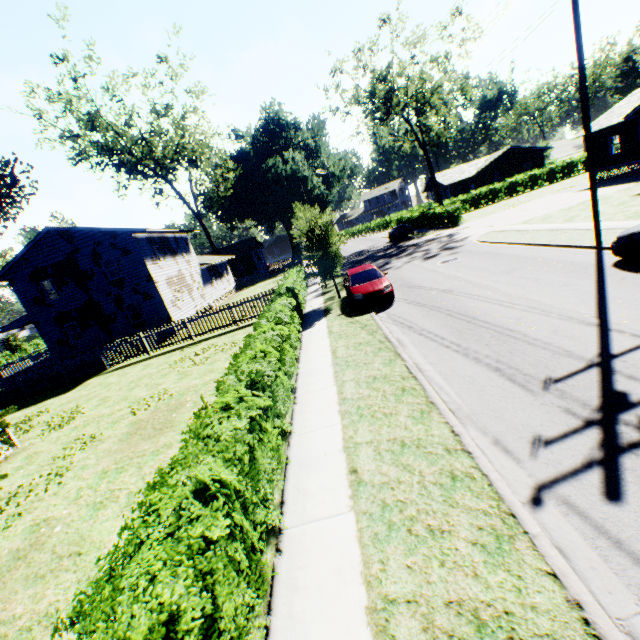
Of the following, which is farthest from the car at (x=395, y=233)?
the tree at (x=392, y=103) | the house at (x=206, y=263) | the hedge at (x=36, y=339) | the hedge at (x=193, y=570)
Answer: the hedge at (x=36, y=339)

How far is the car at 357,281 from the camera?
14.0m

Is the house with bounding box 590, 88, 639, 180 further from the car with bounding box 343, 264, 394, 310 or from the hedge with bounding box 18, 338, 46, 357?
the hedge with bounding box 18, 338, 46, 357

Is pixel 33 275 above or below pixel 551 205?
above

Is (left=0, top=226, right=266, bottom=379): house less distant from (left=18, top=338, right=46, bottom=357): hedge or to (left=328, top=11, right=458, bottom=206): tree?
(left=18, top=338, right=46, bottom=357): hedge

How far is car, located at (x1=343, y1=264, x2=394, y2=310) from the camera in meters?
14.0 m

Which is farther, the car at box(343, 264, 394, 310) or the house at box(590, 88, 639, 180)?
the house at box(590, 88, 639, 180)

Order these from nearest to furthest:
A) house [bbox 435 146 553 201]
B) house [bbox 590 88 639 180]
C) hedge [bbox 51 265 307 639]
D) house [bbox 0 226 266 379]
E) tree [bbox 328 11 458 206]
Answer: hedge [bbox 51 265 307 639]
house [bbox 0 226 266 379]
house [bbox 590 88 639 180]
tree [bbox 328 11 458 206]
house [bbox 435 146 553 201]
